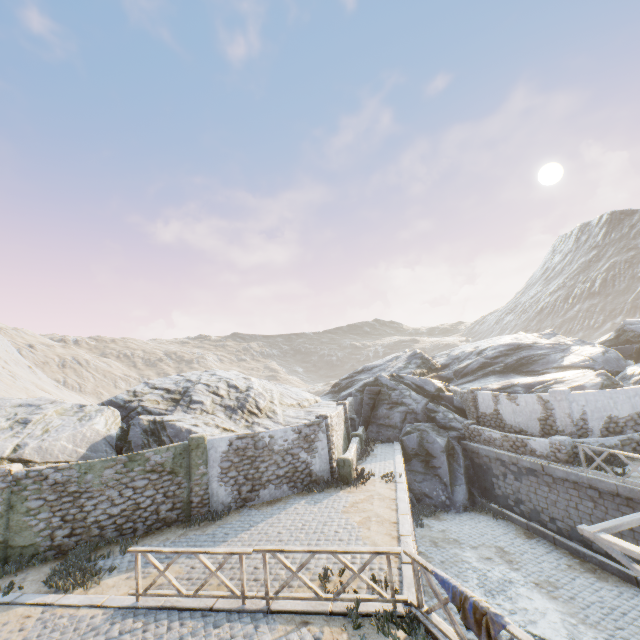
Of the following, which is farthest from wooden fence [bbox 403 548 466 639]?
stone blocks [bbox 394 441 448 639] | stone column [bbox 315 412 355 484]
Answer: stone column [bbox 315 412 355 484]

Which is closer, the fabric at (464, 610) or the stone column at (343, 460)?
the fabric at (464, 610)

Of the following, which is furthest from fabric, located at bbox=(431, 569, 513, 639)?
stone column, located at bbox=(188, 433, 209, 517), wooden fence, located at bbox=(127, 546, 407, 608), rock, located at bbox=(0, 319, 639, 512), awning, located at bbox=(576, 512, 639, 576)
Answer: rock, located at bbox=(0, 319, 639, 512)

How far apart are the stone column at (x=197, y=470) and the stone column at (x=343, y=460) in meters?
Answer: 5.1

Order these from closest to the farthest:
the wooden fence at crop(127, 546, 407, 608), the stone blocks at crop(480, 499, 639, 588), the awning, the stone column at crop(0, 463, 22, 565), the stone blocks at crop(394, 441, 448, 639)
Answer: the stone blocks at crop(394, 441, 448, 639)
the wooden fence at crop(127, 546, 407, 608)
the awning
the stone column at crop(0, 463, 22, 565)
the stone blocks at crop(480, 499, 639, 588)

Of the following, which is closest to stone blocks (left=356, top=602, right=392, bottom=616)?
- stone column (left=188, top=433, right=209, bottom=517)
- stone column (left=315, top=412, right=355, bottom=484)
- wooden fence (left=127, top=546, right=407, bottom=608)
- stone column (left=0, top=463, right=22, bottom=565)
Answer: wooden fence (left=127, top=546, right=407, bottom=608)

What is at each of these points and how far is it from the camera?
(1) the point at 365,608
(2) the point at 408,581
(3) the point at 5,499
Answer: (1) stone blocks, 7.0m
(2) stone blocks, 7.6m
(3) stone column, 10.8m

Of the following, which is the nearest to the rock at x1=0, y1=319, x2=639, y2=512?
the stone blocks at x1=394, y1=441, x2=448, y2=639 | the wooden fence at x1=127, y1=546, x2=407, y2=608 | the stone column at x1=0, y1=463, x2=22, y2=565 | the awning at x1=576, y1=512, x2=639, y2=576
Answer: the stone blocks at x1=394, y1=441, x2=448, y2=639
